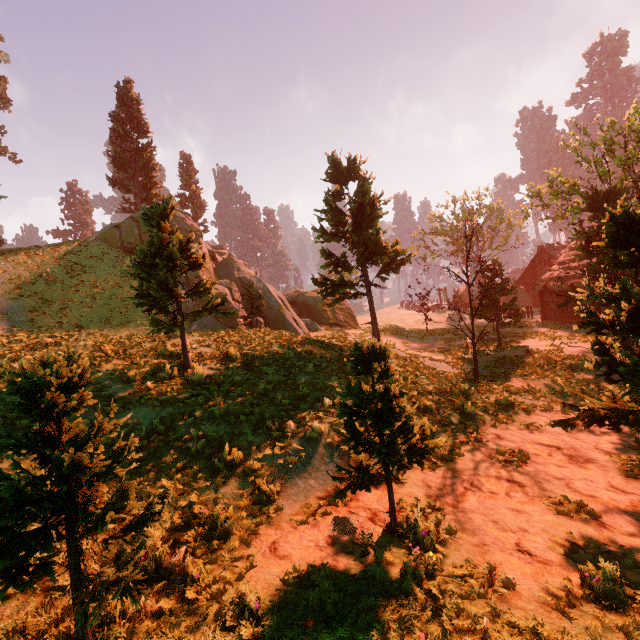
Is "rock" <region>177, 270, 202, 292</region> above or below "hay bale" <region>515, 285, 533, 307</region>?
above

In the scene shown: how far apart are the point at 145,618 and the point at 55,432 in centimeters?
279cm

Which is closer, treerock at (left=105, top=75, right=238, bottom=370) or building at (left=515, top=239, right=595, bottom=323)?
treerock at (left=105, top=75, right=238, bottom=370)

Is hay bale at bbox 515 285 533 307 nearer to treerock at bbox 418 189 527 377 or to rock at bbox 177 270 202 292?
treerock at bbox 418 189 527 377

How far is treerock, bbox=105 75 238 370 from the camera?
10.6m

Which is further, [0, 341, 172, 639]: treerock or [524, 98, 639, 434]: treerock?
[524, 98, 639, 434]: treerock

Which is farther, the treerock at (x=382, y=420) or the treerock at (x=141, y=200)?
the treerock at (x=141, y=200)

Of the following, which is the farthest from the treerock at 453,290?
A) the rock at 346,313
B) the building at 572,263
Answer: the rock at 346,313
